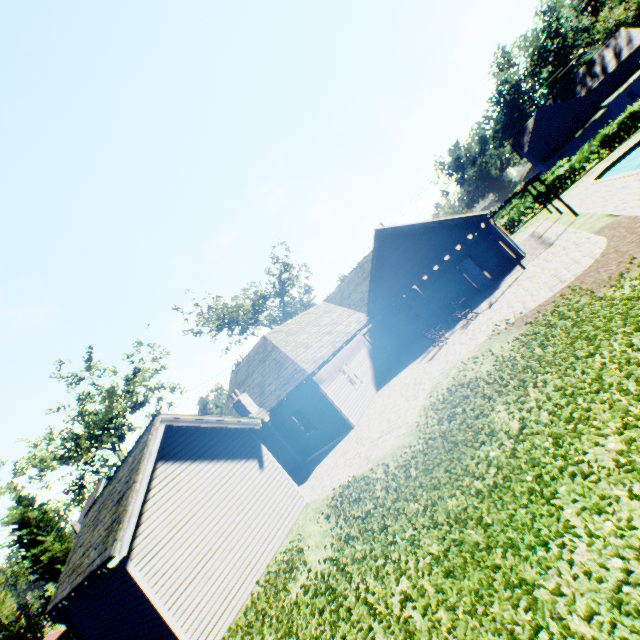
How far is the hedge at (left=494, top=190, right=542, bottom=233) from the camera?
33.2 meters

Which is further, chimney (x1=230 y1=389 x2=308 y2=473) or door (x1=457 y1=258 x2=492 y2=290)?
door (x1=457 y1=258 x2=492 y2=290)

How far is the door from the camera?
19.9 meters

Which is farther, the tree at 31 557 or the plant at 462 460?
the tree at 31 557

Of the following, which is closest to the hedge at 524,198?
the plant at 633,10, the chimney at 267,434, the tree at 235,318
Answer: the tree at 235,318

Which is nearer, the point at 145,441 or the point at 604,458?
the point at 604,458

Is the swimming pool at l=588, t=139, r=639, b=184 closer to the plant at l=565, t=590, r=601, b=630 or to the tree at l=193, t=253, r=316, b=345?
the plant at l=565, t=590, r=601, b=630

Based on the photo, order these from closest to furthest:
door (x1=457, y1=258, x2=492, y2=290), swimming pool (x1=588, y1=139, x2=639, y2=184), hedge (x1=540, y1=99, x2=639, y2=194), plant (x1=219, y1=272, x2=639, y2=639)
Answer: plant (x1=219, y1=272, x2=639, y2=639)
swimming pool (x1=588, y1=139, x2=639, y2=184)
door (x1=457, y1=258, x2=492, y2=290)
hedge (x1=540, y1=99, x2=639, y2=194)
